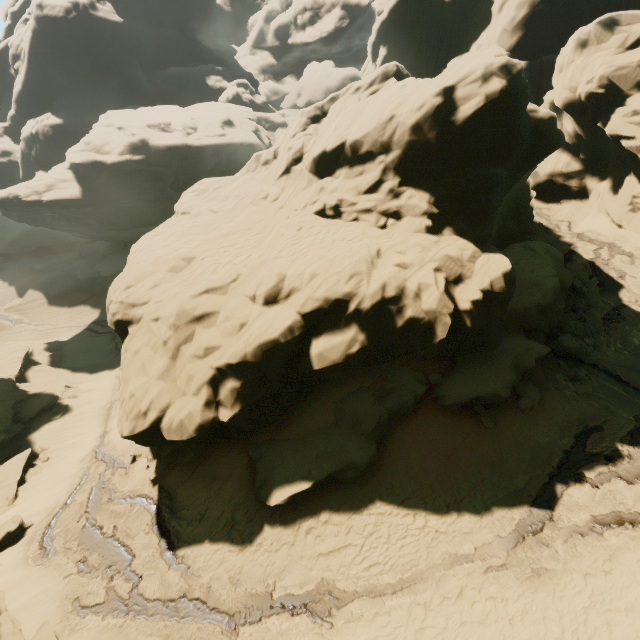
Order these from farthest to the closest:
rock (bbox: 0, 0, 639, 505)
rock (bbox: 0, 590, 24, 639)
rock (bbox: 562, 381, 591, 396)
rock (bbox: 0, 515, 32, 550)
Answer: rock (bbox: 0, 515, 32, 550)
rock (bbox: 562, 381, 591, 396)
rock (bbox: 0, 0, 639, 505)
rock (bbox: 0, 590, 24, 639)

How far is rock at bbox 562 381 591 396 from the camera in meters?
12.5

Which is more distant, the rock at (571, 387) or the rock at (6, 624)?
the rock at (571, 387)

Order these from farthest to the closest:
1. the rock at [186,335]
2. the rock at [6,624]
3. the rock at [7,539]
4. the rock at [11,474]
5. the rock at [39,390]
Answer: the rock at [39,390]
the rock at [11,474]
the rock at [7,539]
the rock at [186,335]
the rock at [6,624]

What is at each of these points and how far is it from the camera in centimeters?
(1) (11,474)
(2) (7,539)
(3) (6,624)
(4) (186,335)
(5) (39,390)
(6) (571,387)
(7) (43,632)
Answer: (1) rock, 1881cm
(2) rock, 1376cm
(3) rock, 945cm
(4) rock, 1284cm
(5) rock, 2777cm
(6) rock, 1272cm
(7) rock, 963cm

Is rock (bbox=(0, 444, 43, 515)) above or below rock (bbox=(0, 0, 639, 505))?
below

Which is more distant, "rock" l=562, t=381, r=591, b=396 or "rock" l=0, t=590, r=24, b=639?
"rock" l=562, t=381, r=591, b=396
